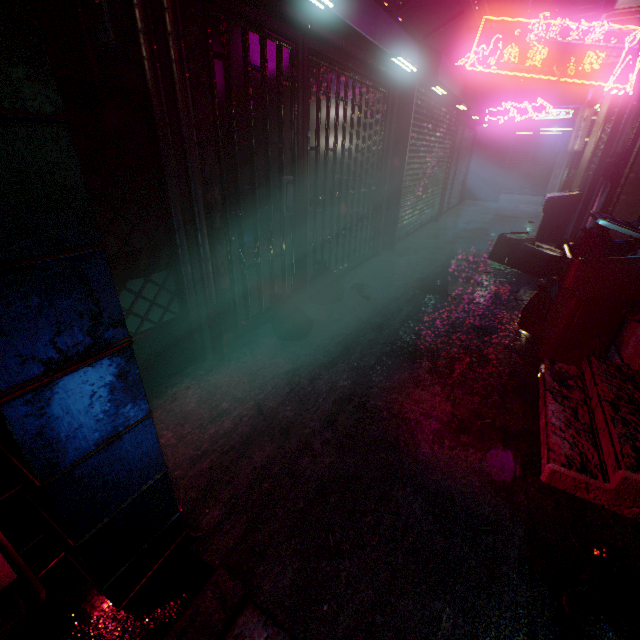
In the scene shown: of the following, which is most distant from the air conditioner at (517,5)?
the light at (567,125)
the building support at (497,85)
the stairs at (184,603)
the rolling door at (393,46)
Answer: the light at (567,125)

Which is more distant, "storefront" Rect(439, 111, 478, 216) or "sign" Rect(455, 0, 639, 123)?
"storefront" Rect(439, 111, 478, 216)

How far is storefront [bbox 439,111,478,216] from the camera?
8.6m

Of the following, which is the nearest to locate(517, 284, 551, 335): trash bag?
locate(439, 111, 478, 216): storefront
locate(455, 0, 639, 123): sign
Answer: locate(455, 0, 639, 123): sign

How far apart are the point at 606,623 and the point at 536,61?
8.0 meters

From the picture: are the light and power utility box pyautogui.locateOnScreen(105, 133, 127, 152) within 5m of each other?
no

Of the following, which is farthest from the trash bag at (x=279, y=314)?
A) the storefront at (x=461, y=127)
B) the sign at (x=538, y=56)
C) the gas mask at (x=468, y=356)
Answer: the storefront at (x=461, y=127)

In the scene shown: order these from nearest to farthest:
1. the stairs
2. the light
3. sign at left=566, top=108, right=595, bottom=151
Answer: the stairs, sign at left=566, top=108, right=595, bottom=151, the light
